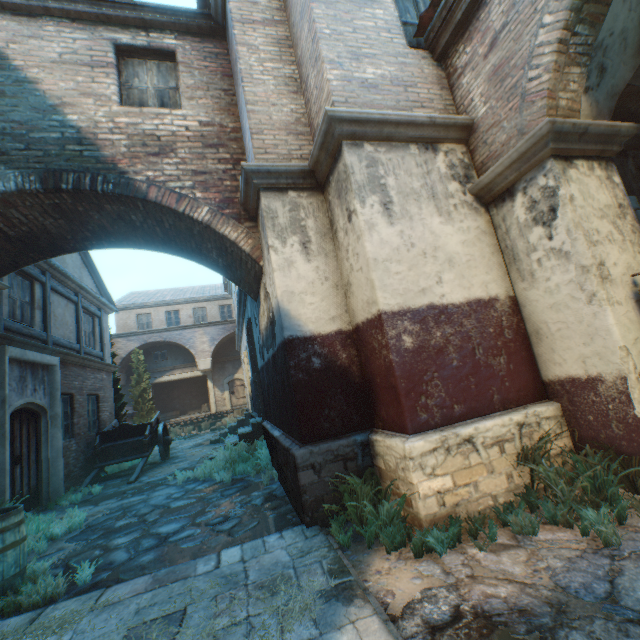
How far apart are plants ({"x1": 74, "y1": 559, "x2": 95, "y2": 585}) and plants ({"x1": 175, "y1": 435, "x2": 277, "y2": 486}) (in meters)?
3.14

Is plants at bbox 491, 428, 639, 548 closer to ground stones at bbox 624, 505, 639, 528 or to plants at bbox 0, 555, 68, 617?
ground stones at bbox 624, 505, 639, 528

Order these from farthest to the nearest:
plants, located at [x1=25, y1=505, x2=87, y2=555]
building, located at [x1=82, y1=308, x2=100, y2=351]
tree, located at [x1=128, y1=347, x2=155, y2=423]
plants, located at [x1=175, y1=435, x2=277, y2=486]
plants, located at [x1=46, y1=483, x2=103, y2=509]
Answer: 1. tree, located at [x1=128, y1=347, x2=155, y2=423]
2. building, located at [x1=82, y1=308, x2=100, y2=351]
3. plants, located at [x1=46, y1=483, x2=103, y2=509]
4. plants, located at [x1=175, y1=435, x2=277, y2=486]
5. plants, located at [x1=25, y1=505, x2=87, y2=555]

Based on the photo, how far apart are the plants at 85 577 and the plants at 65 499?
5.2m

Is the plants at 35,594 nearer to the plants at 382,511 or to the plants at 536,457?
the plants at 382,511

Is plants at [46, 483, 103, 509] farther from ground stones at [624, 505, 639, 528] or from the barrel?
ground stones at [624, 505, 639, 528]

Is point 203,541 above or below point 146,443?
below

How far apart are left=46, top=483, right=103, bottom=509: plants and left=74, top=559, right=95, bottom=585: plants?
5.19m
